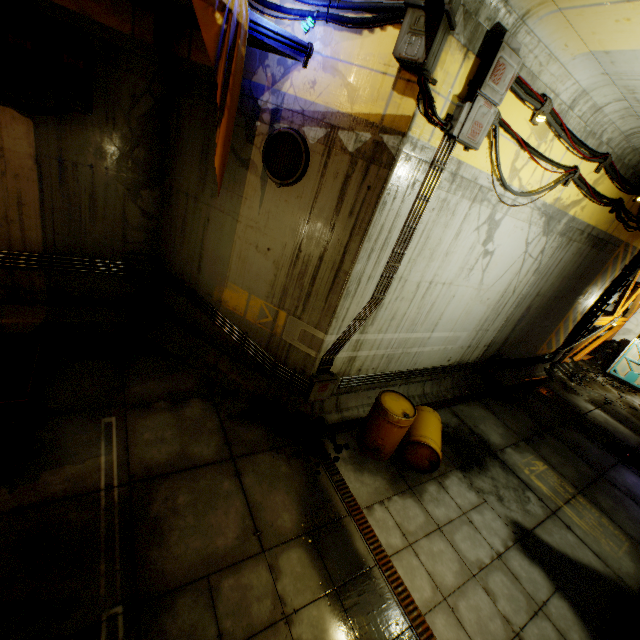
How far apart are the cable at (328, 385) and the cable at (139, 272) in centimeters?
404cm

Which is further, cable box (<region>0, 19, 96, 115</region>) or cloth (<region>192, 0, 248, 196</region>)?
cable box (<region>0, 19, 96, 115</region>)

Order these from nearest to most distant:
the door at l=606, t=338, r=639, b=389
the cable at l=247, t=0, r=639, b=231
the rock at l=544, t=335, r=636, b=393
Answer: the cable at l=247, t=0, r=639, b=231
the rock at l=544, t=335, r=636, b=393
the door at l=606, t=338, r=639, b=389

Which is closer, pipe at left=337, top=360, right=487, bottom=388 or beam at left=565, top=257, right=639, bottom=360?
pipe at left=337, top=360, right=487, bottom=388

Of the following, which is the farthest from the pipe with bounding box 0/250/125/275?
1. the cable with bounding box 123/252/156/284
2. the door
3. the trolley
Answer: the door

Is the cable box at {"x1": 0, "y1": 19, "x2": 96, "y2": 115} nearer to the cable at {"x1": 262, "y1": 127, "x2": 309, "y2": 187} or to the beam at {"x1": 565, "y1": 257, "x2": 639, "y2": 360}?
the cable at {"x1": 262, "y1": 127, "x2": 309, "y2": 187}

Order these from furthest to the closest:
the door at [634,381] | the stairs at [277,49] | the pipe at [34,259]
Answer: the door at [634,381]
the pipe at [34,259]
the stairs at [277,49]

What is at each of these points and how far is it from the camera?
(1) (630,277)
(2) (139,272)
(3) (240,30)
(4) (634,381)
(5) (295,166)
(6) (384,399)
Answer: (1) beam, 12.0m
(2) cable, 6.8m
(3) cloth, 3.9m
(4) door, 14.7m
(5) cable, 5.0m
(6) barrel, 6.2m
